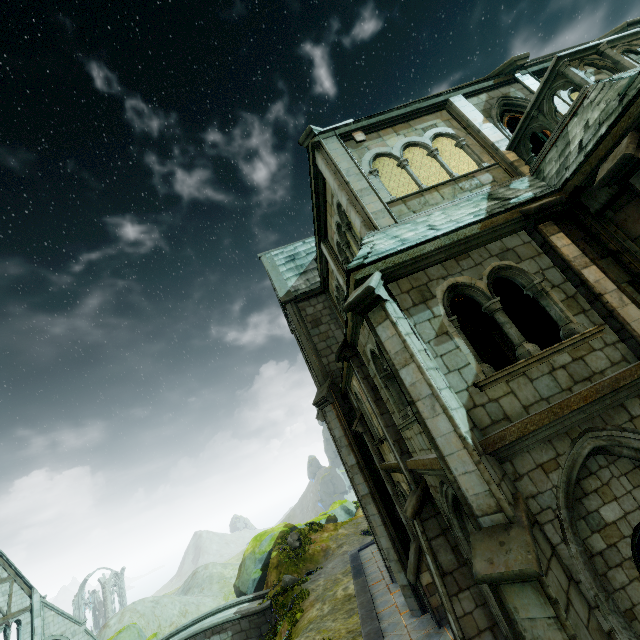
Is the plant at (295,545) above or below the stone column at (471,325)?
below

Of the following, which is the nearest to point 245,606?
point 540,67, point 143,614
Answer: point 540,67

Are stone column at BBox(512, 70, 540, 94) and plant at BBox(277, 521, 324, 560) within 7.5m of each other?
no

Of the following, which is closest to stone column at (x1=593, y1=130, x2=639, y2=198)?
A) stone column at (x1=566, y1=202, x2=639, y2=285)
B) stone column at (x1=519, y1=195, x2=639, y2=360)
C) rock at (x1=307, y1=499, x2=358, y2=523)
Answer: stone column at (x1=519, y1=195, x2=639, y2=360)

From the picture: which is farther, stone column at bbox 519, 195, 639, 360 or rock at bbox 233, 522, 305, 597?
rock at bbox 233, 522, 305, 597

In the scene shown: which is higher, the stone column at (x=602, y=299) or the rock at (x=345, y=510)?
the stone column at (x=602, y=299)

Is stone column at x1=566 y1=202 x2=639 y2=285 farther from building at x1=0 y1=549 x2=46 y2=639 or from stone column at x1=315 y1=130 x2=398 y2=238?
building at x1=0 y1=549 x2=46 y2=639

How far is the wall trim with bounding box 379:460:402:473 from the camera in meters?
9.1 m
